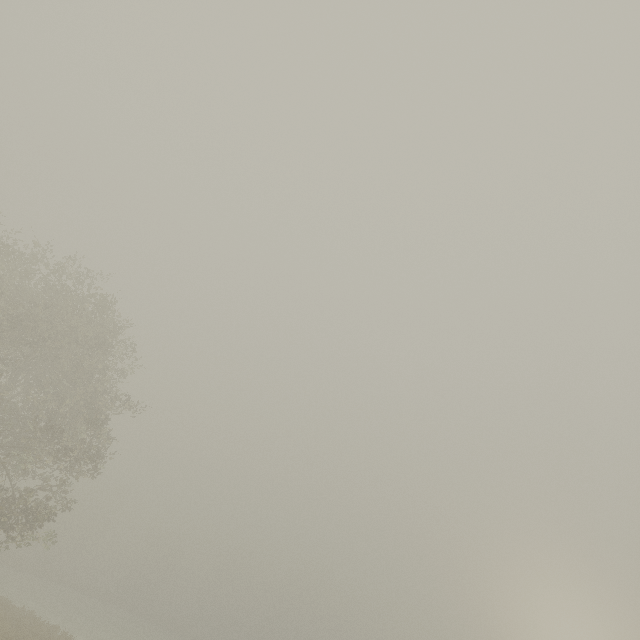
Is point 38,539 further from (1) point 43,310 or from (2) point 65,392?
(1) point 43,310
